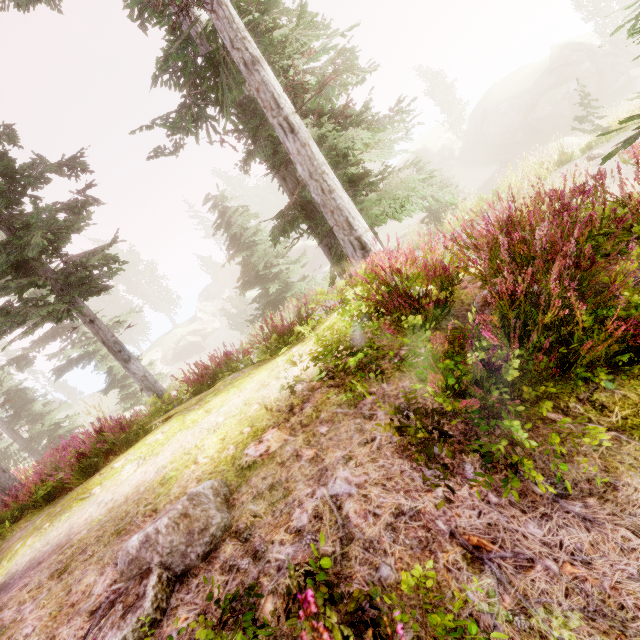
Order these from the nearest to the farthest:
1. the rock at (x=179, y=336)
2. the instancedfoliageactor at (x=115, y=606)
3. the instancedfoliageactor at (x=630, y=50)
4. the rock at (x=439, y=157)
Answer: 1. the instancedfoliageactor at (x=115, y=606)
2. the instancedfoliageactor at (x=630, y=50)
3. the rock at (x=439, y=157)
4. the rock at (x=179, y=336)

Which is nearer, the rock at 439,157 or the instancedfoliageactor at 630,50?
the instancedfoliageactor at 630,50

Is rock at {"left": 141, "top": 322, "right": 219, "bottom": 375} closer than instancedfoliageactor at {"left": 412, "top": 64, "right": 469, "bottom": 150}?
No

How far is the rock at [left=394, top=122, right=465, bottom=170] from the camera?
45.09m

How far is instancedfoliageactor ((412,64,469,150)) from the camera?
42.8m

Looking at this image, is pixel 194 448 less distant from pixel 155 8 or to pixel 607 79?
pixel 155 8

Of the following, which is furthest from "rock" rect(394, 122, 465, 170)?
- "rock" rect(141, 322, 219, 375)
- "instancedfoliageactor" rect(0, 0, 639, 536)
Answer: "rock" rect(141, 322, 219, 375)
